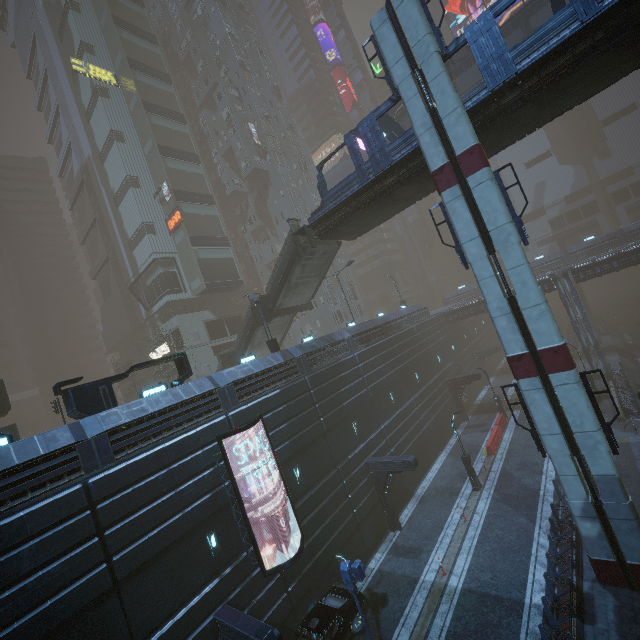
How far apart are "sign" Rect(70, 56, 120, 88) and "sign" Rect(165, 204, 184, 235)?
17.8m

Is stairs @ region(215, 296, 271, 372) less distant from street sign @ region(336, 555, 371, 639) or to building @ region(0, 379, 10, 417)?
building @ region(0, 379, 10, 417)

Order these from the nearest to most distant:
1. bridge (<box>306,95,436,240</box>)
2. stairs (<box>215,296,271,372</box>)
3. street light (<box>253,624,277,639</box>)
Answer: street light (<box>253,624,277,639</box>), bridge (<box>306,95,436,240</box>), stairs (<box>215,296,271,372</box>)

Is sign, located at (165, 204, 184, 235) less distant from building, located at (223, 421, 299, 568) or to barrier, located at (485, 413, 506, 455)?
building, located at (223, 421, 299, 568)

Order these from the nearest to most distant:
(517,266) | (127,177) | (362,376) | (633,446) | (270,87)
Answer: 1. (517,266)
2. (633,446)
3. (362,376)
4. (127,177)
5. (270,87)

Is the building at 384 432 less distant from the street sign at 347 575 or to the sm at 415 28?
the sm at 415 28

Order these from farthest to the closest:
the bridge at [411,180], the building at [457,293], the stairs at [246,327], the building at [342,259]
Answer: the building at [342,259] → the building at [457,293] → the stairs at [246,327] → the bridge at [411,180]

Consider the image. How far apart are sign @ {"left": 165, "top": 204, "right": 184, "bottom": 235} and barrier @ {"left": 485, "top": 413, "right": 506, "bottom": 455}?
38.04m
